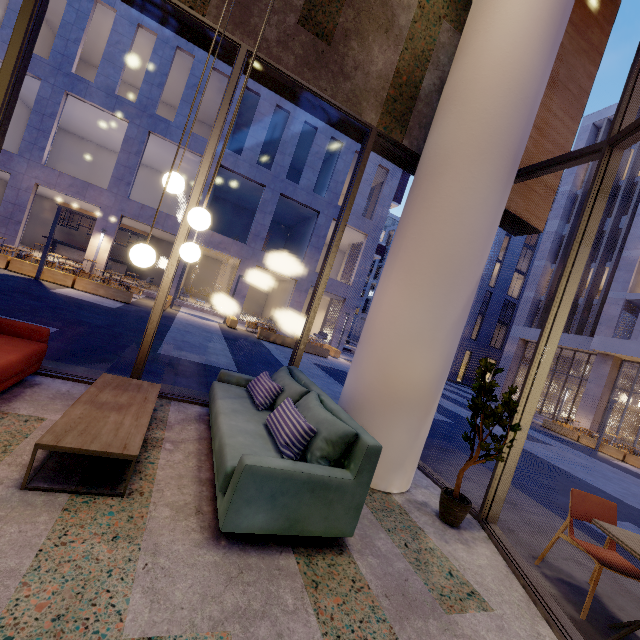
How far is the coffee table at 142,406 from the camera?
2.1 meters

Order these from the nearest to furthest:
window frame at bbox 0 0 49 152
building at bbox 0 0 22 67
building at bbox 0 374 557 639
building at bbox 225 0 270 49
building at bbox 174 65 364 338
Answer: building at bbox 0 374 557 639, window frame at bbox 0 0 49 152, building at bbox 225 0 270 49, building at bbox 0 0 22 67, building at bbox 174 65 364 338

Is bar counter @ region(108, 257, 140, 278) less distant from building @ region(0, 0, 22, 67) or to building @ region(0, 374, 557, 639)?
building @ region(0, 0, 22, 67)

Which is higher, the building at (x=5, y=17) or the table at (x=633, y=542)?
the building at (x=5, y=17)

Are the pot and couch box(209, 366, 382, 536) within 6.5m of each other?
yes

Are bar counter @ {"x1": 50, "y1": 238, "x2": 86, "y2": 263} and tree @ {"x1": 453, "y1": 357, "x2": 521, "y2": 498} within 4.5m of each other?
no

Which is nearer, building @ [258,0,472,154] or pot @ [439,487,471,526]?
pot @ [439,487,471,526]

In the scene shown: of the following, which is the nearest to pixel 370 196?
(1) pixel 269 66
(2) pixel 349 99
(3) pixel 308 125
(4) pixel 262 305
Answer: (3) pixel 308 125
